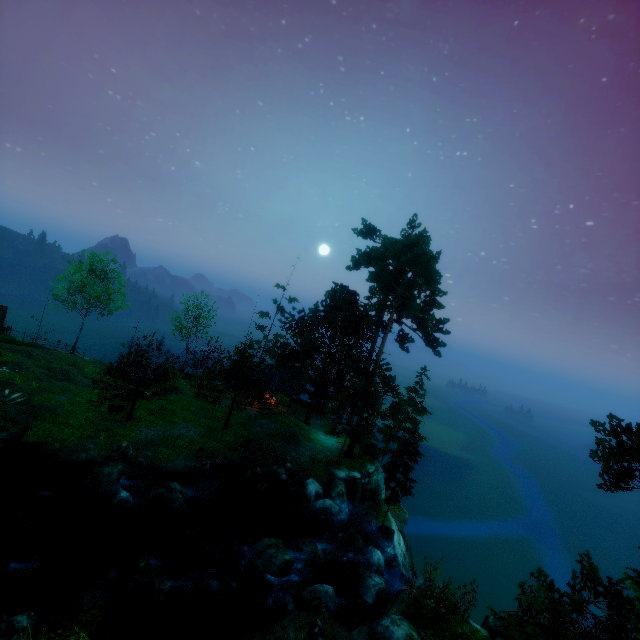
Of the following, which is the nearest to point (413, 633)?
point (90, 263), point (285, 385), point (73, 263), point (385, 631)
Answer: point (385, 631)

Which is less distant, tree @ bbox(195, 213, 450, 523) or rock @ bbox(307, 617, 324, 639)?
rock @ bbox(307, 617, 324, 639)

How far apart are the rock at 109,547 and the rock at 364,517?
17.06m

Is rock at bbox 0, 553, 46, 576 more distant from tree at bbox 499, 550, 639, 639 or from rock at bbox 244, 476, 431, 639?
tree at bbox 499, 550, 639, 639

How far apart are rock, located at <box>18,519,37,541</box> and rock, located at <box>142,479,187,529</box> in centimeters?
481cm

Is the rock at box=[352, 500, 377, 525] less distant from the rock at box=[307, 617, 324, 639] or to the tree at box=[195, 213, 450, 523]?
the tree at box=[195, 213, 450, 523]

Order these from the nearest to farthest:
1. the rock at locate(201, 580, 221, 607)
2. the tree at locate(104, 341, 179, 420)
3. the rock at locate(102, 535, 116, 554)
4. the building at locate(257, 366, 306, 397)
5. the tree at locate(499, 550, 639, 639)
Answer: the tree at locate(499, 550, 639, 639)
the rock at locate(201, 580, 221, 607)
the rock at locate(102, 535, 116, 554)
the tree at locate(104, 341, 179, 420)
the building at locate(257, 366, 306, 397)

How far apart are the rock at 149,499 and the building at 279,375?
13.6 meters
